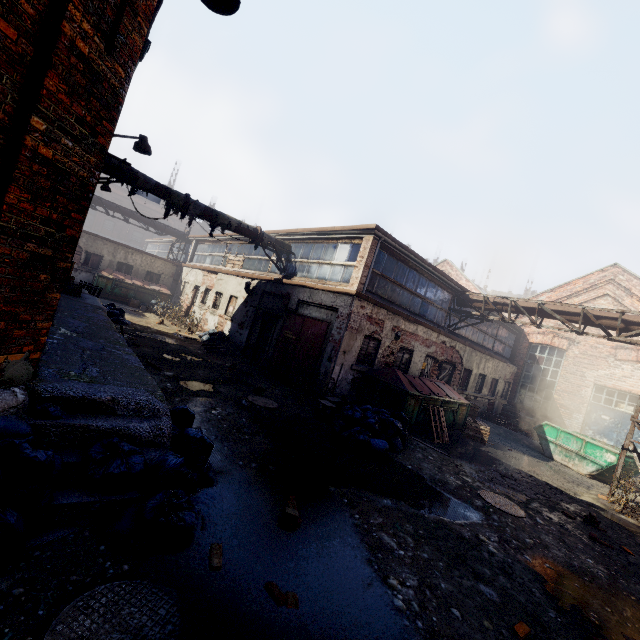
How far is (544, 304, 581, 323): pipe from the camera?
11.86m

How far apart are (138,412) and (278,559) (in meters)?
2.33

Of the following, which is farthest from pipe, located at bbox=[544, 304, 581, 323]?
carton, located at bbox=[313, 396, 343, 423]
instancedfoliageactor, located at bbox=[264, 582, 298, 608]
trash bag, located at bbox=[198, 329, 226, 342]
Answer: instancedfoliageactor, located at bbox=[264, 582, 298, 608]

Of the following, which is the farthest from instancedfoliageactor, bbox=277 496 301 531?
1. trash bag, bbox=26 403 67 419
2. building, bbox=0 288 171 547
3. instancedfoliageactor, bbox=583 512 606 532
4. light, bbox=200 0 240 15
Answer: instancedfoliageactor, bbox=583 512 606 532

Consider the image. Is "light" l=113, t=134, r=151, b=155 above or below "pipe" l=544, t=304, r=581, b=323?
below

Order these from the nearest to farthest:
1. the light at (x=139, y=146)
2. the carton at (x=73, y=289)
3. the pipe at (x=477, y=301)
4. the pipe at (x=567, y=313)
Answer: the light at (x=139, y=146) < the carton at (x=73, y=289) < the pipe at (x=567, y=313) < the pipe at (x=477, y=301)

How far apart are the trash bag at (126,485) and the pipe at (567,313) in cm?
1334

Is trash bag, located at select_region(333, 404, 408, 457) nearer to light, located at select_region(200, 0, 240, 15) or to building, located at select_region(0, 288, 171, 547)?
building, located at select_region(0, 288, 171, 547)
